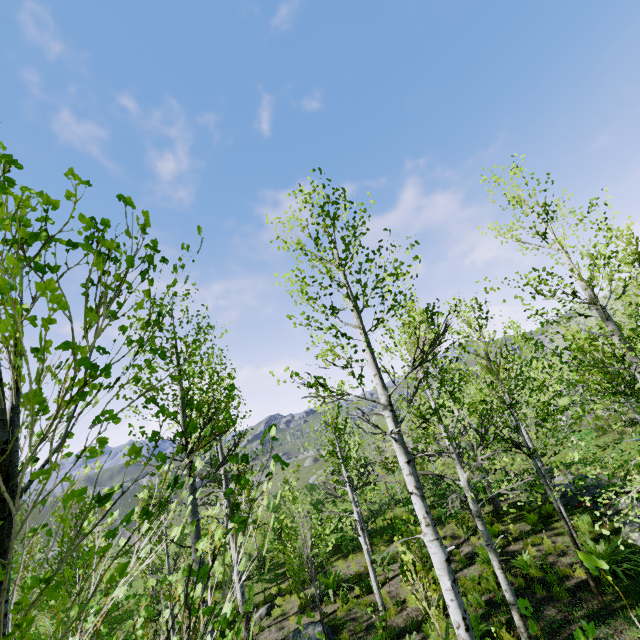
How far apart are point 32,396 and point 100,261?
0.7 meters

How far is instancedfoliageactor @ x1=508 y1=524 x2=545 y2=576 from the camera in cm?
864

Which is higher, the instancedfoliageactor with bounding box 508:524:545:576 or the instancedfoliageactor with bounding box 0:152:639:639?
the instancedfoliageactor with bounding box 0:152:639:639

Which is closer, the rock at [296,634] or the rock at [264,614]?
the rock at [296,634]

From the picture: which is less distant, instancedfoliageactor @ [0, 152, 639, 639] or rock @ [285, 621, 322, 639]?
instancedfoliageactor @ [0, 152, 639, 639]

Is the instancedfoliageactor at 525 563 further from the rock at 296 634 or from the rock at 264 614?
the rock at 264 614

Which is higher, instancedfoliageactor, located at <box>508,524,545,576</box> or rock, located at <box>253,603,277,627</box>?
instancedfoliageactor, located at <box>508,524,545,576</box>

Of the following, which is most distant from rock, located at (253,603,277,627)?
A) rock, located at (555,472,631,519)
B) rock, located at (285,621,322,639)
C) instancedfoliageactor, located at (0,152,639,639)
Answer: rock, located at (555,472,631,519)
